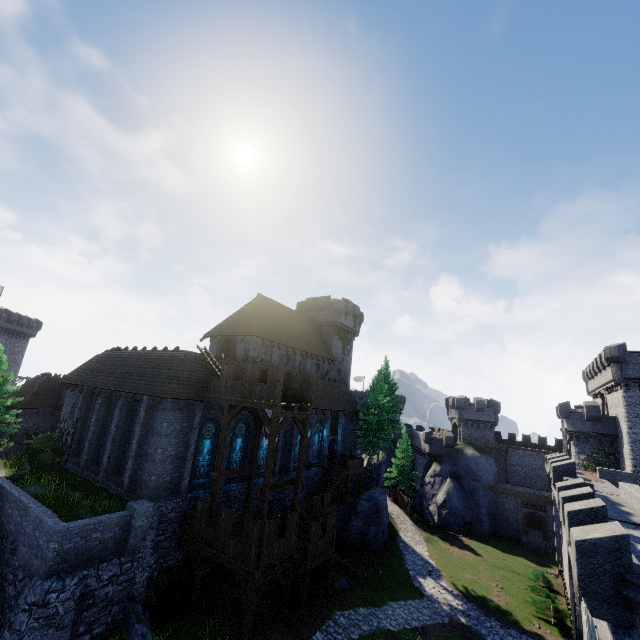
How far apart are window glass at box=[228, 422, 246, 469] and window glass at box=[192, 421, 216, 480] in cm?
153

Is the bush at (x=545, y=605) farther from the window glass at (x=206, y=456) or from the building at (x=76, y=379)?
the window glass at (x=206, y=456)

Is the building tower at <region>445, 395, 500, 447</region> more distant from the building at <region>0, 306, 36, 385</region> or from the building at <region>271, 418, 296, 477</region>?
the building at <region>0, 306, 36, 385</region>

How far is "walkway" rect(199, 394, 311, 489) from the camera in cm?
1723

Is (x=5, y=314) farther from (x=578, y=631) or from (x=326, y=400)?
(x=578, y=631)

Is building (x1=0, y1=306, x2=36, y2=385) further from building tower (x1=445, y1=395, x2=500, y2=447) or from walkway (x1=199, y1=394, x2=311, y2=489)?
building tower (x1=445, y1=395, x2=500, y2=447)

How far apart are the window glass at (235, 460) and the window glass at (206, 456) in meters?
1.5

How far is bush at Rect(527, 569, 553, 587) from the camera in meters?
30.1 m
